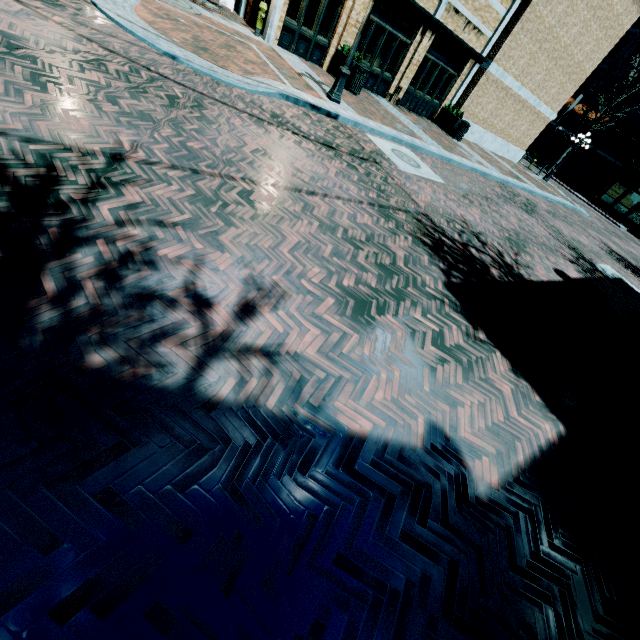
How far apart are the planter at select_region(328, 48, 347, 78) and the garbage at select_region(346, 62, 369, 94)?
0.05m

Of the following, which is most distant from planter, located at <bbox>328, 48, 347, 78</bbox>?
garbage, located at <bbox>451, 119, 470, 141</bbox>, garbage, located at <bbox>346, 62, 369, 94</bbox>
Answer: garbage, located at <bbox>451, 119, 470, 141</bbox>

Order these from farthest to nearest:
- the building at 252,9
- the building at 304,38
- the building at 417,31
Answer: the building at 417,31
the building at 252,9
the building at 304,38

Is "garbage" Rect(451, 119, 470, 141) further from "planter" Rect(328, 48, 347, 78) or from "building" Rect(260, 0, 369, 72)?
"planter" Rect(328, 48, 347, 78)

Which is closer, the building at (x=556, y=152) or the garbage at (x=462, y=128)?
the garbage at (x=462, y=128)

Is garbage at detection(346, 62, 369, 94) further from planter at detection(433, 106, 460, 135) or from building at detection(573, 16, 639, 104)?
planter at detection(433, 106, 460, 135)

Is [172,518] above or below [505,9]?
below

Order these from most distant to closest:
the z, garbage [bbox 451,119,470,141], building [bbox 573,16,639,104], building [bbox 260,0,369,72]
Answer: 1. building [bbox 573,16,639,104]
2. garbage [bbox 451,119,470,141]
3. building [bbox 260,0,369,72]
4. the z
